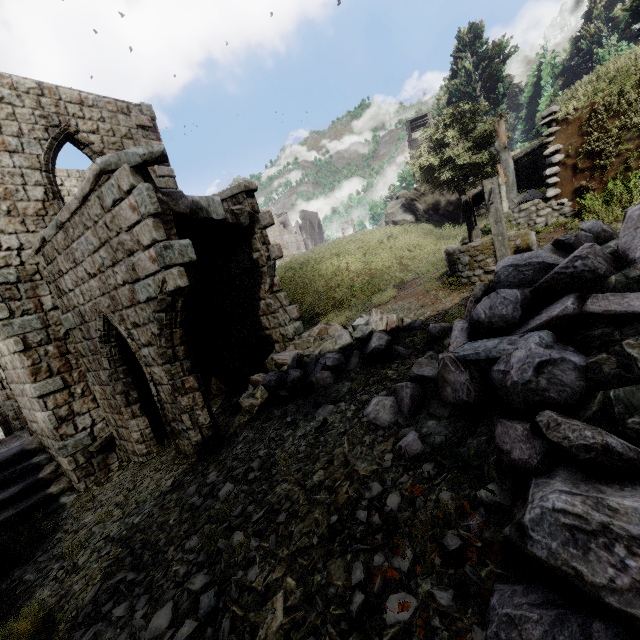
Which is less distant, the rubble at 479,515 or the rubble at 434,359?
the rubble at 434,359

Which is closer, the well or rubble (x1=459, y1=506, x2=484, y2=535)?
rubble (x1=459, y1=506, x2=484, y2=535)

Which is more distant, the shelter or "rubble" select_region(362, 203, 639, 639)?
the shelter

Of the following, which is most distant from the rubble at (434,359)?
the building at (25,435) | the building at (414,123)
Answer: the building at (414,123)

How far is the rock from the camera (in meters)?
29.58

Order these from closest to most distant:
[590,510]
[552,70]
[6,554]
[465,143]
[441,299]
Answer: [590,510]
[6,554]
[441,299]
[465,143]
[552,70]

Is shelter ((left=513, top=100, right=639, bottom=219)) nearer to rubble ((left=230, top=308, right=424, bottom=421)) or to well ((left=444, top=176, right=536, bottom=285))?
well ((left=444, top=176, right=536, bottom=285))

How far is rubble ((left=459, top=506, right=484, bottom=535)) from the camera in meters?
2.5
